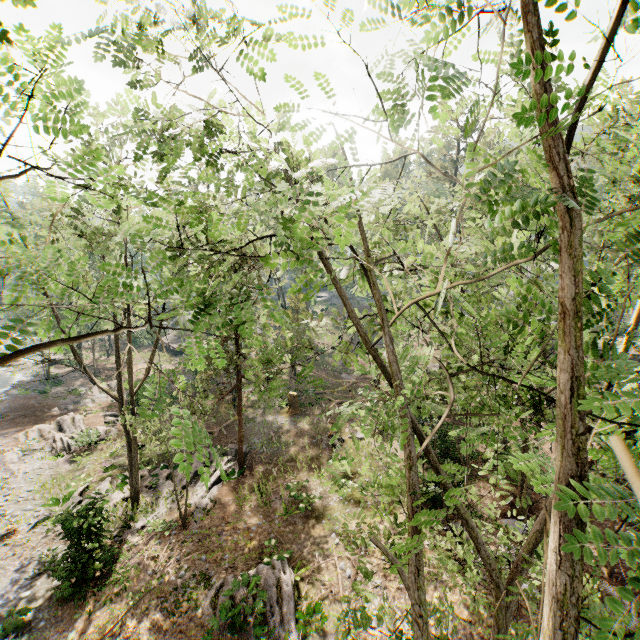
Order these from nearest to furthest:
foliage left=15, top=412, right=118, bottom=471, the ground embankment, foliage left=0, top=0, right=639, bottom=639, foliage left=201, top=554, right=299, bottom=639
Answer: foliage left=0, top=0, right=639, bottom=639 < foliage left=201, top=554, right=299, bottom=639 < foliage left=15, top=412, right=118, bottom=471 < the ground embankment

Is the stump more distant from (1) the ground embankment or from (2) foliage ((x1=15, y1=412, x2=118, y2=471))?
(1) the ground embankment

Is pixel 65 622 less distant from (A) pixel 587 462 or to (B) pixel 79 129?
(B) pixel 79 129

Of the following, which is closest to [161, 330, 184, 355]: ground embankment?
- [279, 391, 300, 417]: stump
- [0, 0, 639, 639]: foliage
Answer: [0, 0, 639, 639]: foliage

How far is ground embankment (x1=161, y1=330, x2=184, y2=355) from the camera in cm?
4559

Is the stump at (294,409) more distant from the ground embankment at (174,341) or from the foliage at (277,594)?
the ground embankment at (174,341)

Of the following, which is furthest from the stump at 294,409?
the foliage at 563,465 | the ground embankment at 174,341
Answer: the ground embankment at 174,341
